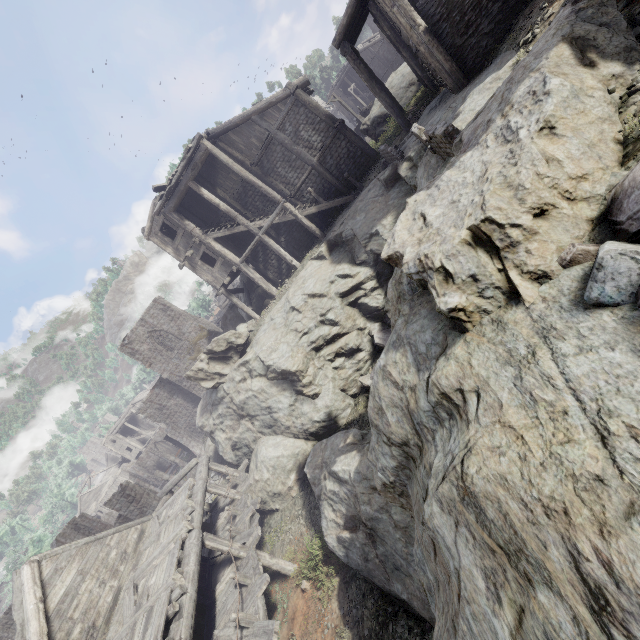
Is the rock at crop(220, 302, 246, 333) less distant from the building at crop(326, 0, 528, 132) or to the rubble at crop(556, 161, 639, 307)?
the building at crop(326, 0, 528, 132)

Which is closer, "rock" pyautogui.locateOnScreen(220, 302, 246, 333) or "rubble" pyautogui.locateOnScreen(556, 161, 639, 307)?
"rubble" pyautogui.locateOnScreen(556, 161, 639, 307)

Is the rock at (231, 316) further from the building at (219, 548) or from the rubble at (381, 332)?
the rubble at (381, 332)

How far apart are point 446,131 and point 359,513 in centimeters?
925cm

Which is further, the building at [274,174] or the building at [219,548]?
the building at [274,174]

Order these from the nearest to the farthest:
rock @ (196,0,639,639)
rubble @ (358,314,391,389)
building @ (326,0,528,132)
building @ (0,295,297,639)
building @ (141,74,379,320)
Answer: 1. rock @ (196,0,639,639)
2. building @ (0,295,297,639)
3. building @ (326,0,528,132)
4. rubble @ (358,314,391,389)
5. building @ (141,74,379,320)

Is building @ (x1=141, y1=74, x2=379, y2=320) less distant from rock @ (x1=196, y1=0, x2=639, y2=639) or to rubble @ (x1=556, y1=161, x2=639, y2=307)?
rock @ (x1=196, y1=0, x2=639, y2=639)

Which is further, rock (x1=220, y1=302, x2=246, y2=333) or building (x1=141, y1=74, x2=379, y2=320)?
rock (x1=220, y1=302, x2=246, y2=333)
